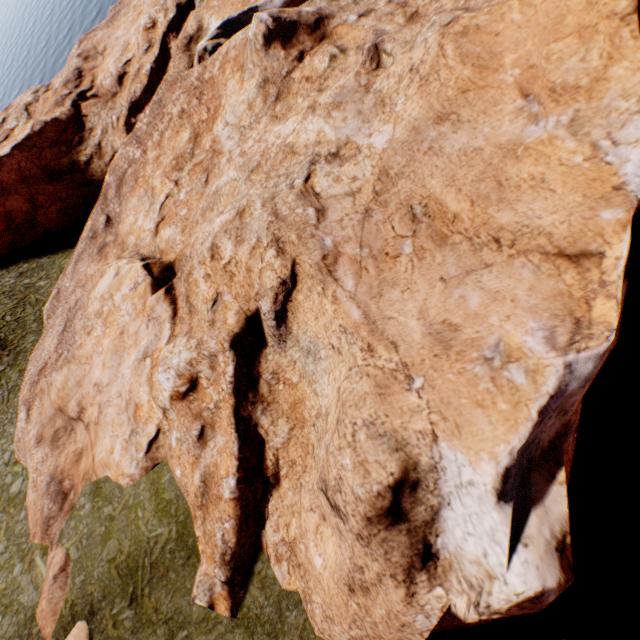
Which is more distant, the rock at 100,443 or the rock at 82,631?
the rock at 82,631

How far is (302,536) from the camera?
13.2m

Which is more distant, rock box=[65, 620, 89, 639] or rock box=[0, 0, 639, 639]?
rock box=[65, 620, 89, 639]
